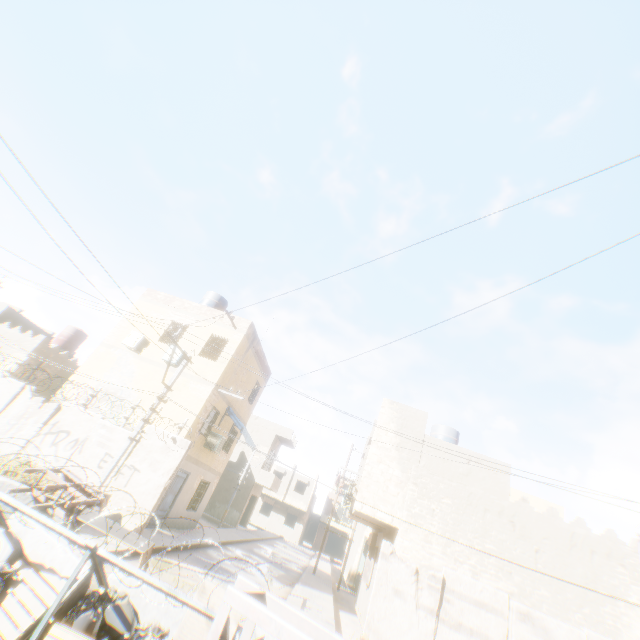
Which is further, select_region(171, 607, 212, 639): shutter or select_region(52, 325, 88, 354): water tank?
select_region(52, 325, 88, 354): water tank

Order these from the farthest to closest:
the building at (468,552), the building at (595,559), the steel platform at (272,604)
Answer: the building at (595,559)
the building at (468,552)
the steel platform at (272,604)

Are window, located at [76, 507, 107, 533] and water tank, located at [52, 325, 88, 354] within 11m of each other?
no

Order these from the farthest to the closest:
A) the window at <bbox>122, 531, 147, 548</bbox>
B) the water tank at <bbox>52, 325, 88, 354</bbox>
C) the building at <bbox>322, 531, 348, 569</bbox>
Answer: the building at <bbox>322, 531, 348, 569</bbox> → the water tank at <bbox>52, 325, 88, 354</bbox> → the window at <bbox>122, 531, 147, 548</bbox>

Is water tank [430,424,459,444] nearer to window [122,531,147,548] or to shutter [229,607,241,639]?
shutter [229,607,241,639]

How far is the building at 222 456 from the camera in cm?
1510

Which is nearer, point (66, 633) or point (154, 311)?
point (66, 633)

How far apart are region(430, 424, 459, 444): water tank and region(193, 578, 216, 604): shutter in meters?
15.7
